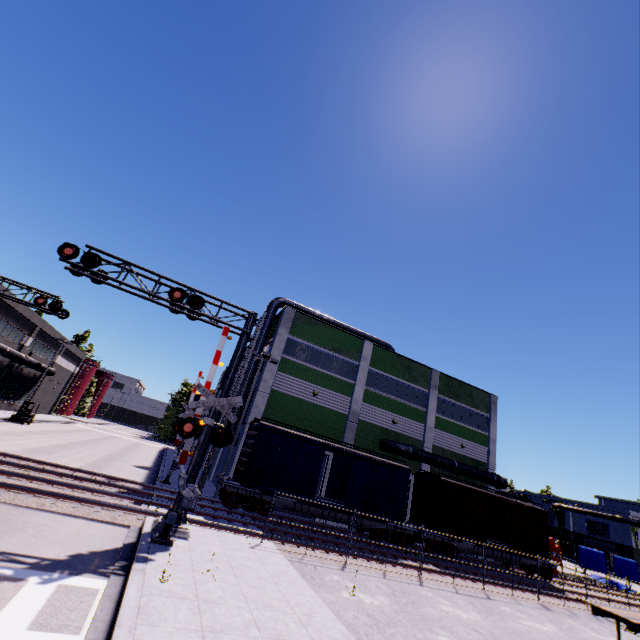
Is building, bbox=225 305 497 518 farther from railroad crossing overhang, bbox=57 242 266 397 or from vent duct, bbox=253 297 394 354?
railroad crossing overhang, bbox=57 242 266 397

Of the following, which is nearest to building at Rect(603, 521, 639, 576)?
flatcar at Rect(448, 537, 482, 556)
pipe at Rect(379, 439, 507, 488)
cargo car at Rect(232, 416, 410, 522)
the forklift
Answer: pipe at Rect(379, 439, 507, 488)

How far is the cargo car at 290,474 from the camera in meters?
18.5

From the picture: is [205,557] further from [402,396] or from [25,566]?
[402,396]

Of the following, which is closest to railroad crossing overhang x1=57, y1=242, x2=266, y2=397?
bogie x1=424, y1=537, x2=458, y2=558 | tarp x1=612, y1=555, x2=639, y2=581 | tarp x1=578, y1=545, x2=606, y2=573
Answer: bogie x1=424, y1=537, x2=458, y2=558

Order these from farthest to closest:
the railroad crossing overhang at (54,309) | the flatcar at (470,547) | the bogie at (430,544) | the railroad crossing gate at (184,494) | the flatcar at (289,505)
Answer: the flatcar at (470,547), the bogie at (430,544), the railroad crossing overhang at (54,309), the flatcar at (289,505), the railroad crossing gate at (184,494)

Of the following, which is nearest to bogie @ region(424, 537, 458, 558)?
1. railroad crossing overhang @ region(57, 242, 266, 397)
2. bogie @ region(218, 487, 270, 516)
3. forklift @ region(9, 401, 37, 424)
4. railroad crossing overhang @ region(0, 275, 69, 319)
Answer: bogie @ region(218, 487, 270, 516)

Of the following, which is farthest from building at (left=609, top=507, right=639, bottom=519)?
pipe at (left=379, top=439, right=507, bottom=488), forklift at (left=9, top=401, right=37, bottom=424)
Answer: forklift at (left=9, top=401, right=37, bottom=424)
